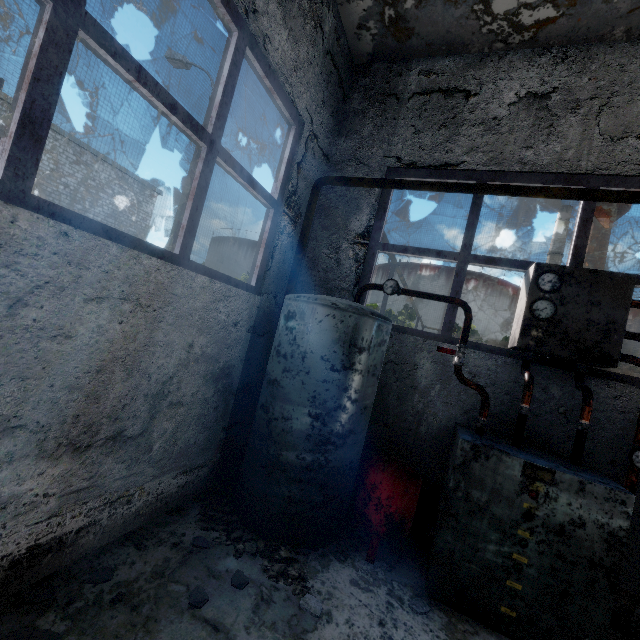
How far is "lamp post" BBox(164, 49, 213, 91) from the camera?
10.08m

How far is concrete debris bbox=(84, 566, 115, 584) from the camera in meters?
2.5 m

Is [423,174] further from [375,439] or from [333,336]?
[375,439]

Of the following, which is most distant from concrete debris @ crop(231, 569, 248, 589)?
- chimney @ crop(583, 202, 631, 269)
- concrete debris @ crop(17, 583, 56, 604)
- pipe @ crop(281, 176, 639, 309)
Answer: chimney @ crop(583, 202, 631, 269)

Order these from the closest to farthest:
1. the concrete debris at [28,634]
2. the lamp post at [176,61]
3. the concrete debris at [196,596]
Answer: the concrete debris at [28,634] → the concrete debris at [196,596] → the lamp post at [176,61]

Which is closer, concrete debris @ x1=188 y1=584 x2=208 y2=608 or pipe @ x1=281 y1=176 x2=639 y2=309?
concrete debris @ x1=188 y1=584 x2=208 y2=608

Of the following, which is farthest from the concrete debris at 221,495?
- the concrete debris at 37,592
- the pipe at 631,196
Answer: the pipe at 631,196

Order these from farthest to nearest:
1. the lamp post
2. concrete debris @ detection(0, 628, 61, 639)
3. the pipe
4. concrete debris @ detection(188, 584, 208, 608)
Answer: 1. the lamp post
2. the pipe
3. concrete debris @ detection(188, 584, 208, 608)
4. concrete debris @ detection(0, 628, 61, 639)
